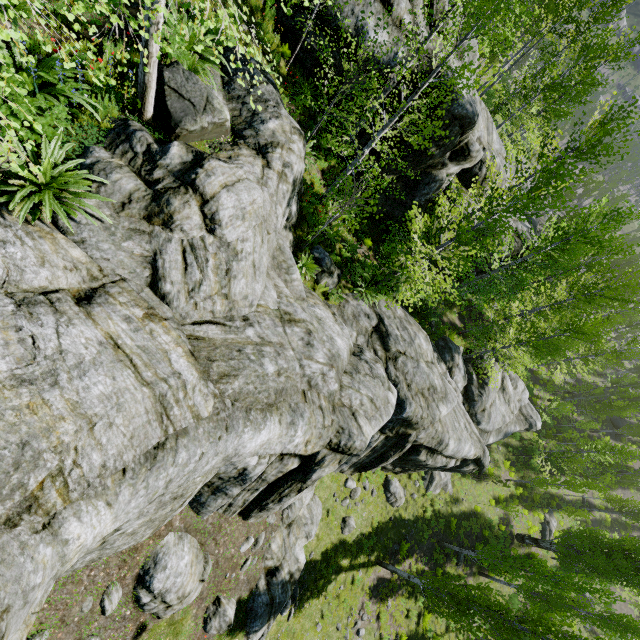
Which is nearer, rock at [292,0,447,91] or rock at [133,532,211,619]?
rock at [133,532,211,619]

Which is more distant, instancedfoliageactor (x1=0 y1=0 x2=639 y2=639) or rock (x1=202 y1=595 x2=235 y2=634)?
rock (x1=202 y1=595 x2=235 y2=634)

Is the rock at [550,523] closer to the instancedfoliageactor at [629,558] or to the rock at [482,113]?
the instancedfoliageactor at [629,558]

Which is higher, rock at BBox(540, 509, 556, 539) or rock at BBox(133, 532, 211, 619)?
rock at BBox(133, 532, 211, 619)

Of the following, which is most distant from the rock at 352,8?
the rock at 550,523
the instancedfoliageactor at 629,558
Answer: the rock at 550,523

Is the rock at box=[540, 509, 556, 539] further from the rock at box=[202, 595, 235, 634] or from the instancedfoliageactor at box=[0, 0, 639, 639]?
the rock at box=[202, 595, 235, 634]

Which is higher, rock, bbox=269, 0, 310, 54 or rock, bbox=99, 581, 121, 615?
rock, bbox=269, 0, 310, 54

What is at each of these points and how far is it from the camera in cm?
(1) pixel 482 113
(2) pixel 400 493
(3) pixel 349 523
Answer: (1) rock, 1733
(2) rock, 1928
(3) rock, 1542
